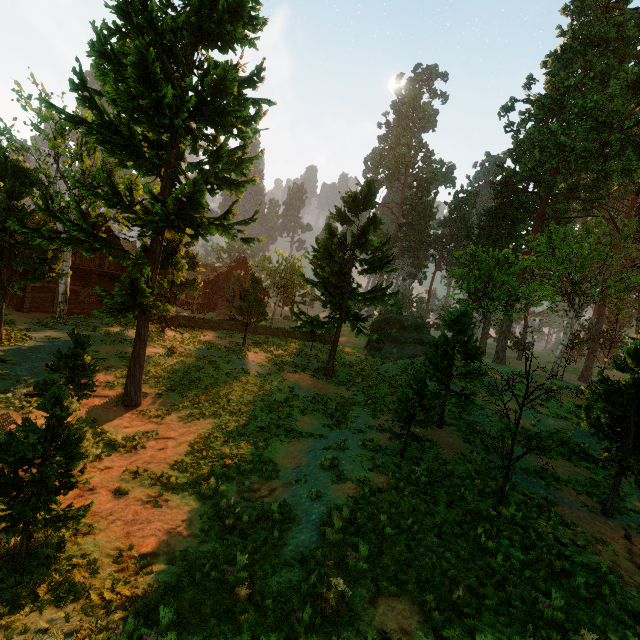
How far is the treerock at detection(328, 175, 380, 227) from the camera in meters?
21.2 m

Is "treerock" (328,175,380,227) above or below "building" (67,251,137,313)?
above

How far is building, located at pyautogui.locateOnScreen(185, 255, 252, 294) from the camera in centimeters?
4291cm

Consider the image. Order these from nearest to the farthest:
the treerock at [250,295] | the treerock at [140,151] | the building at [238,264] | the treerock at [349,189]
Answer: the treerock at [140,151], the treerock at [349,189], the treerock at [250,295], the building at [238,264]

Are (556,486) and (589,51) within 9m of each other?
no

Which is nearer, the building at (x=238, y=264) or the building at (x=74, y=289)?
the building at (x=74, y=289)

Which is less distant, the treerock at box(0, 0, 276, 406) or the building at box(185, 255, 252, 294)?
the treerock at box(0, 0, 276, 406)
